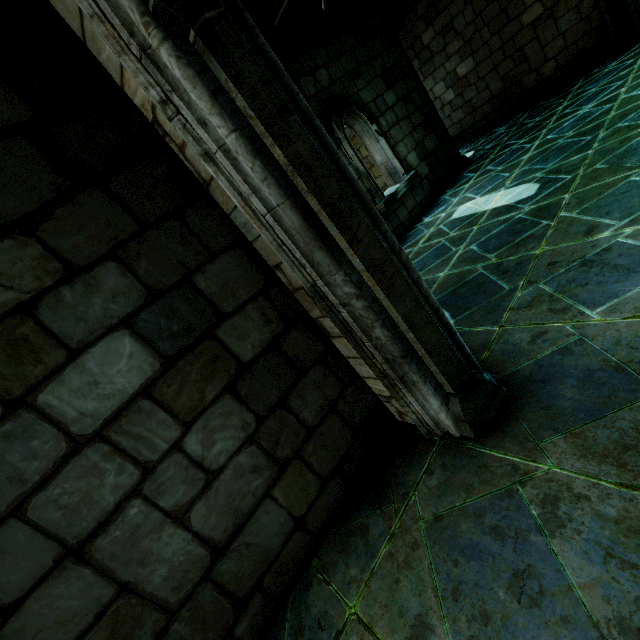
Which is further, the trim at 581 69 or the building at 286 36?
the trim at 581 69

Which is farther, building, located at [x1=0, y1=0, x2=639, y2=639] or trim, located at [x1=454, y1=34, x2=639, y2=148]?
trim, located at [x1=454, y1=34, x2=639, y2=148]

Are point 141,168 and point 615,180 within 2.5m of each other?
no
